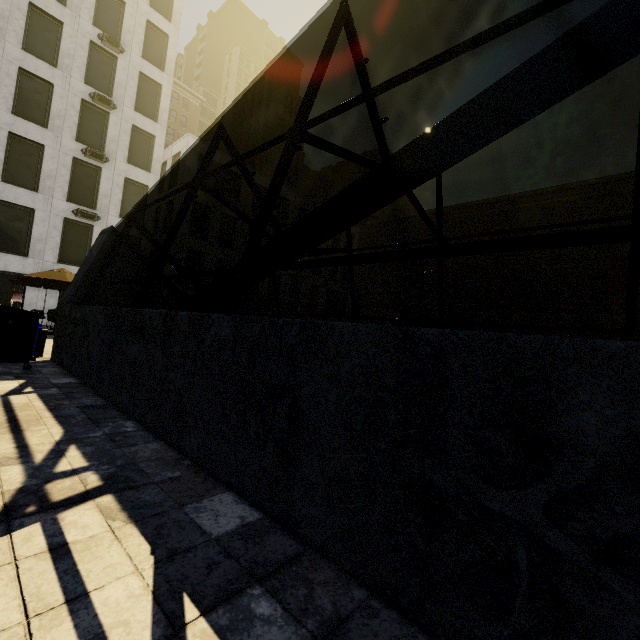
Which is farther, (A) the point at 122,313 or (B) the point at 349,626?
(A) the point at 122,313

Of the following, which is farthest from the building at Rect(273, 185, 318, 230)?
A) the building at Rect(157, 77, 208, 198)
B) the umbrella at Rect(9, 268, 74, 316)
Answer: the umbrella at Rect(9, 268, 74, 316)

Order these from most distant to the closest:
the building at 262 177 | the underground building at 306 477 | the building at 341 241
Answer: the building at 341 241 → the building at 262 177 → the underground building at 306 477

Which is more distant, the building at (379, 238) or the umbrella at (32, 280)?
the building at (379, 238)

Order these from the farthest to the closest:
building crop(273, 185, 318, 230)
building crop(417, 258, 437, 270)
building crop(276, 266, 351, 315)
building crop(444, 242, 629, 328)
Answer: building crop(417, 258, 437, 270) → building crop(276, 266, 351, 315) → building crop(273, 185, 318, 230) → building crop(444, 242, 629, 328)

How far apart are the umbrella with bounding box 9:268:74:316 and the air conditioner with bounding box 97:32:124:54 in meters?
17.4

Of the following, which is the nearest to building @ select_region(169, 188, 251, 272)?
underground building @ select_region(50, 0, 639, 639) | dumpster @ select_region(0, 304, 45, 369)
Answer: underground building @ select_region(50, 0, 639, 639)

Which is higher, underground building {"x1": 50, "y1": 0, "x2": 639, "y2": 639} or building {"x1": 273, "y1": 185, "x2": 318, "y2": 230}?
building {"x1": 273, "y1": 185, "x2": 318, "y2": 230}
